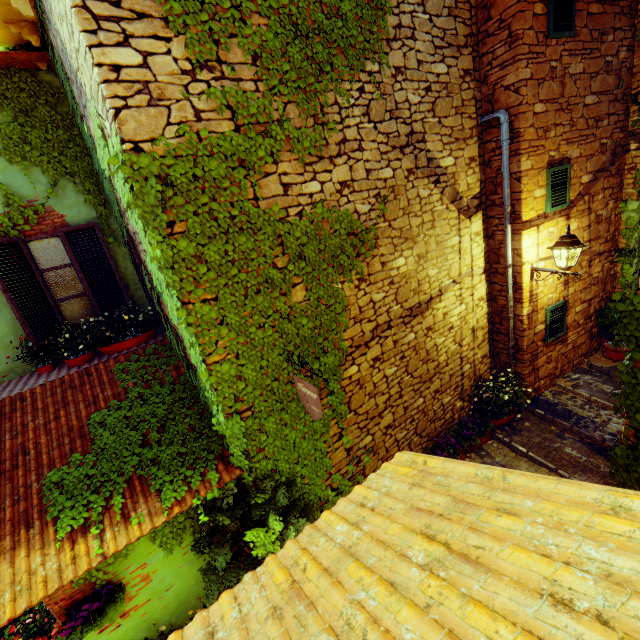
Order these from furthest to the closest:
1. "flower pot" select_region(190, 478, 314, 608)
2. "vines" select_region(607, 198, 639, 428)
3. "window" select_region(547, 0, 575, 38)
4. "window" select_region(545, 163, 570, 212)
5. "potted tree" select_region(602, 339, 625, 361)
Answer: "potted tree" select_region(602, 339, 625, 361)
"window" select_region(545, 163, 570, 212)
"window" select_region(547, 0, 575, 38)
"flower pot" select_region(190, 478, 314, 608)
"vines" select_region(607, 198, 639, 428)

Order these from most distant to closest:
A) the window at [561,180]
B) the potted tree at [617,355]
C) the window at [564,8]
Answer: the potted tree at [617,355], the window at [561,180], the window at [564,8]

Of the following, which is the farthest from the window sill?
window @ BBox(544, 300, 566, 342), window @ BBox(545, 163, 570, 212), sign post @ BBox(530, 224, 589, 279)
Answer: window @ BBox(544, 300, 566, 342)

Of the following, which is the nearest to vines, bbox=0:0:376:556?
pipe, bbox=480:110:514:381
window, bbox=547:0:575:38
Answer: pipe, bbox=480:110:514:381

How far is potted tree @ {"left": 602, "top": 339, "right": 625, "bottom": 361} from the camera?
6.7m

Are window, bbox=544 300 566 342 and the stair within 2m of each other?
yes

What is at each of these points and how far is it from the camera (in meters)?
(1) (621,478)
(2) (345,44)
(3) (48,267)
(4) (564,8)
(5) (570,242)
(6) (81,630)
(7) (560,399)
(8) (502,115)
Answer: (1) vines, 3.40
(2) vines, 3.73
(3) window, 5.28
(4) window, 4.72
(5) sign post, 4.86
(6) flower pot, 3.24
(7) stair, 6.38
(8) pipe, 4.99

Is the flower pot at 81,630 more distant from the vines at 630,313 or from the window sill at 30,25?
the window sill at 30,25
